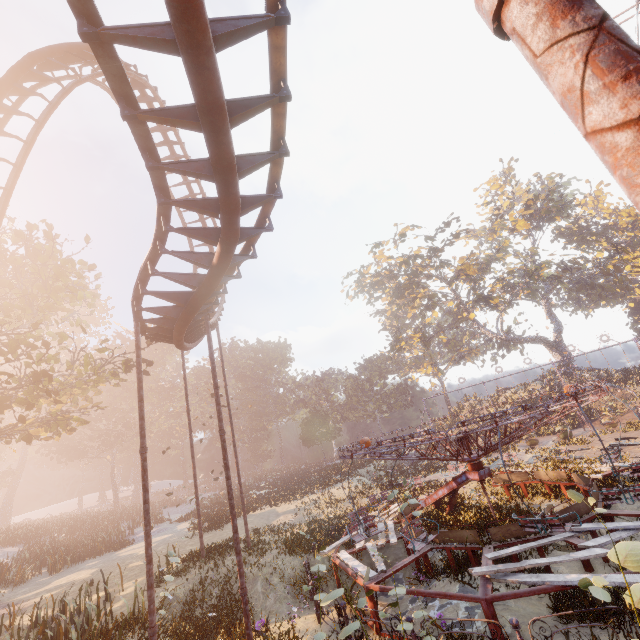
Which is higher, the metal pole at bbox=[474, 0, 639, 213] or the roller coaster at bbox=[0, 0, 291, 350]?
the roller coaster at bbox=[0, 0, 291, 350]

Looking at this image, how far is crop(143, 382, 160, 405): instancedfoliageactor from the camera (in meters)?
56.38

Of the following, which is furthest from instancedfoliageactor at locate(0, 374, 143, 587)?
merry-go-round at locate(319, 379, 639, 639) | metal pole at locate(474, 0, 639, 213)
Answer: metal pole at locate(474, 0, 639, 213)

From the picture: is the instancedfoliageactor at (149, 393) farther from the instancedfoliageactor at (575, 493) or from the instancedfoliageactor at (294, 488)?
the instancedfoliageactor at (575, 493)

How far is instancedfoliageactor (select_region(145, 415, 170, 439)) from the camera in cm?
5309

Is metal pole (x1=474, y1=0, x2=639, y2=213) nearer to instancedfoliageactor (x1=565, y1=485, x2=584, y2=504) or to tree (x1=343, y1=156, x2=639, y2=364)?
instancedfoliageactor (x1=565, y1=485, x2=584, y2=504)

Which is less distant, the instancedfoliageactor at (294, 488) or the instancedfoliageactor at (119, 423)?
the instancedfoliageactor at (294, 488)

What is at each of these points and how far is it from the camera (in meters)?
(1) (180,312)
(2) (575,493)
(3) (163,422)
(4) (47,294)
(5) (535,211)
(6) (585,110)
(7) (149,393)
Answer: (1) roller coaster, 9.15
(2) instancedfoliageactor, 4.82
(3) instancedfoliageactor, 59.22
(4) tree, 17.92
(5) tree, 44.44
(6) metal pole, 0.75
(7) instancedfoliageactor, 56.69
